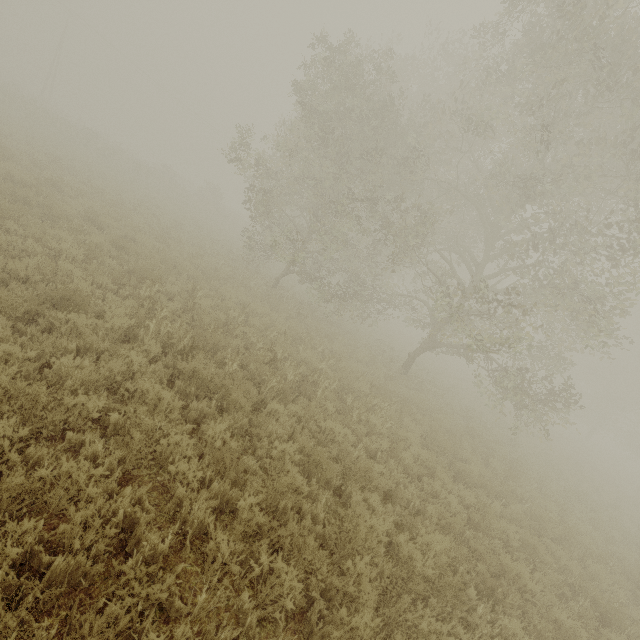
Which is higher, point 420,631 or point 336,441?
point 420,631
